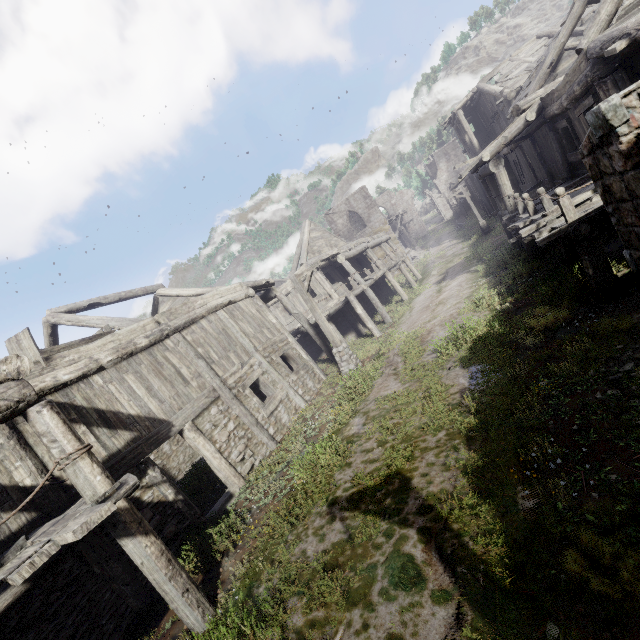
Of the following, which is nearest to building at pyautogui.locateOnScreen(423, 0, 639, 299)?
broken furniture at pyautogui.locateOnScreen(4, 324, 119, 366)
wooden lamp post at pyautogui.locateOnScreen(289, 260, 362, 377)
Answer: broken furniture at pyautogui.locateOnScreen(4, 324, 119, 366)

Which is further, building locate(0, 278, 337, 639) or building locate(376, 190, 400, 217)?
building locate(376, 190, 400, 217)

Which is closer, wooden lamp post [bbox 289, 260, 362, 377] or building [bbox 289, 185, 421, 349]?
wooden lamp post [bbox 289, 260, 362, 377]

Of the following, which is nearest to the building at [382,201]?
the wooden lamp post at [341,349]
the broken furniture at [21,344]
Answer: the broken furniture at [21,344]

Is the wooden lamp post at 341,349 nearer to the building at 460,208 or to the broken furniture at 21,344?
the building at 460,208

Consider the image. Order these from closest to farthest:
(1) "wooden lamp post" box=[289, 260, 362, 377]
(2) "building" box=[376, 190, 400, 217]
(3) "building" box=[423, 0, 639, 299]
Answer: (3) "building" box=[423, 0, 639, 299]
(1) "wooden lamp post" box=[289, 260, 362, 377]
(2) "building" box=[376, 190, 400, 217]

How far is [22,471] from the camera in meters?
6.2 m

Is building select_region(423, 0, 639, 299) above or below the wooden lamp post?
above
